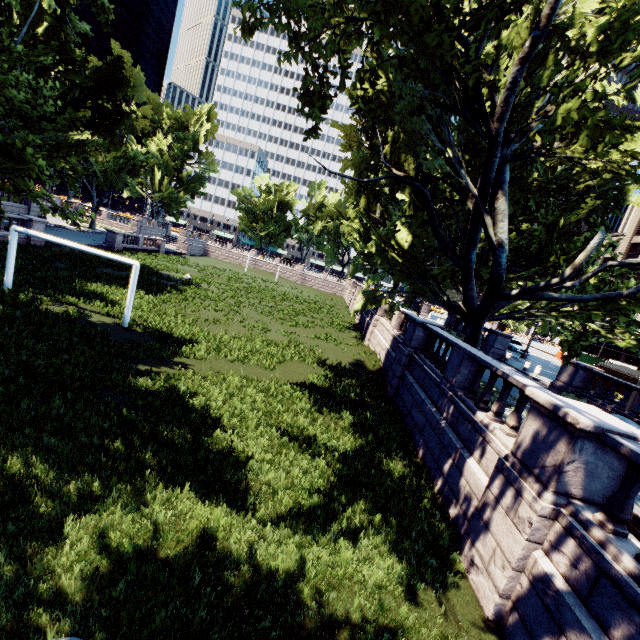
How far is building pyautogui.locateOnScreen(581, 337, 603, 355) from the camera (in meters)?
54.93

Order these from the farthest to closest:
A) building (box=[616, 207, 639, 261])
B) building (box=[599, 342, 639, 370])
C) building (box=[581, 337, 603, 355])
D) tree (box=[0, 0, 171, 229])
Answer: building (box=[581, 337, 603, 355])
building (box=[616, 207, 639, 261])
building (box=[599, 342, 639, 370])
tree (box=[0, 0, 171, 229])

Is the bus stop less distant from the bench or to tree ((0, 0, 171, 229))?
tree ((0, 0, 171, 229))

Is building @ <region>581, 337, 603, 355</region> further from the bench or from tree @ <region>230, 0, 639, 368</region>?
the bench

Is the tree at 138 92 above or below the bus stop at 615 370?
above

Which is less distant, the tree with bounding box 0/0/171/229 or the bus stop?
the tree with bounding box 0/0/171/229

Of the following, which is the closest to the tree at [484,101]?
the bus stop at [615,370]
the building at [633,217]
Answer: the bus stop at [615,370]

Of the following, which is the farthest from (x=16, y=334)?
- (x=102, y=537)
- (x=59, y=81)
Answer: (x=59, y=81)
